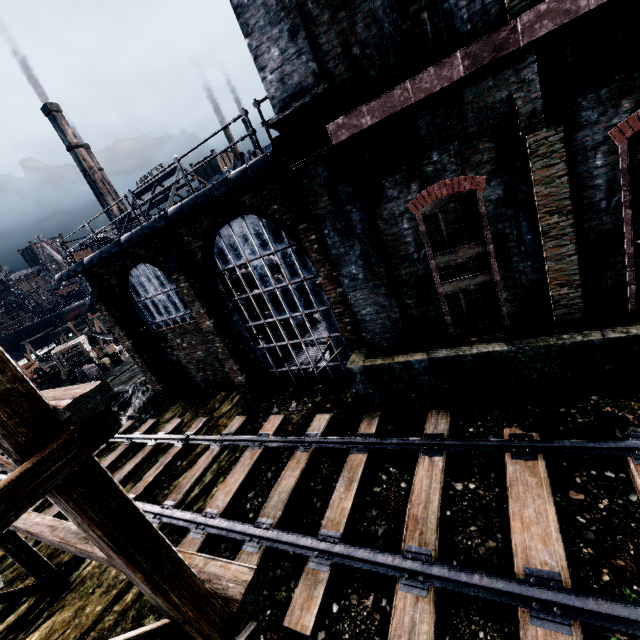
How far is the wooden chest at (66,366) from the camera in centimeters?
2848cm

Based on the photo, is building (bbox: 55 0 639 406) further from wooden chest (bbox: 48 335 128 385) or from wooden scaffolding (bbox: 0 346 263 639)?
wooden chest (bbox: 48 335 128 385)

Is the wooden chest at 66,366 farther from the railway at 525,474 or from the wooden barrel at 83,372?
the railway at 525,474

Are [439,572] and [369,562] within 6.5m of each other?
yes

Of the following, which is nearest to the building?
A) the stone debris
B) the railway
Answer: the stone debris

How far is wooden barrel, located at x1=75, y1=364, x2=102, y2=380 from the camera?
27.9m

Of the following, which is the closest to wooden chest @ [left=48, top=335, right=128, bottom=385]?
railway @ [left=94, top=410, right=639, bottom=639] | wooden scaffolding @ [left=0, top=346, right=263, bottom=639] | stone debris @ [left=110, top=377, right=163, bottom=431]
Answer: stone debris @ [left=110, top=377, right=163, bottom=431]

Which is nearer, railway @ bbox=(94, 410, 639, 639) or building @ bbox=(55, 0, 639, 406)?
railway @ bbox=(94, 410, 639, 639)
